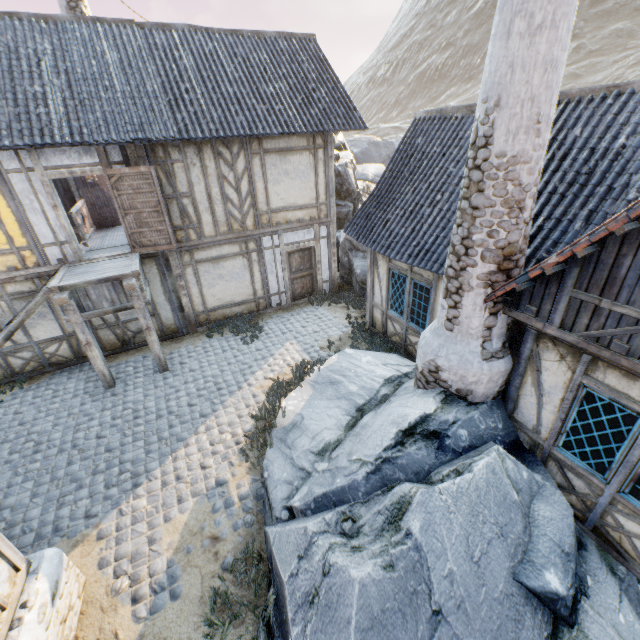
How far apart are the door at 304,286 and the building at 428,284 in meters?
2.9

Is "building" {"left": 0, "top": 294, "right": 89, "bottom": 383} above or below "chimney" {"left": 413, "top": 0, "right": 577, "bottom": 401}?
below

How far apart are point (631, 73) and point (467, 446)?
67.6m

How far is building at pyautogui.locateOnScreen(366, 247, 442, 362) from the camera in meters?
7.7

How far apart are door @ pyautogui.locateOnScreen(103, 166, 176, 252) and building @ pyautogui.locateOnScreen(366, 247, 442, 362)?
5.62m

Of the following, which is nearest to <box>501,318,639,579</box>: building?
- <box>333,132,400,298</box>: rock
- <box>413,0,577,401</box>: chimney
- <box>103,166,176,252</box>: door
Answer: <box>413,0,577,401</box>: chimney

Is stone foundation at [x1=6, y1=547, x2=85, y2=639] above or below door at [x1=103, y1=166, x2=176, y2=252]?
below

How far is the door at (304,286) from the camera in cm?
1178
